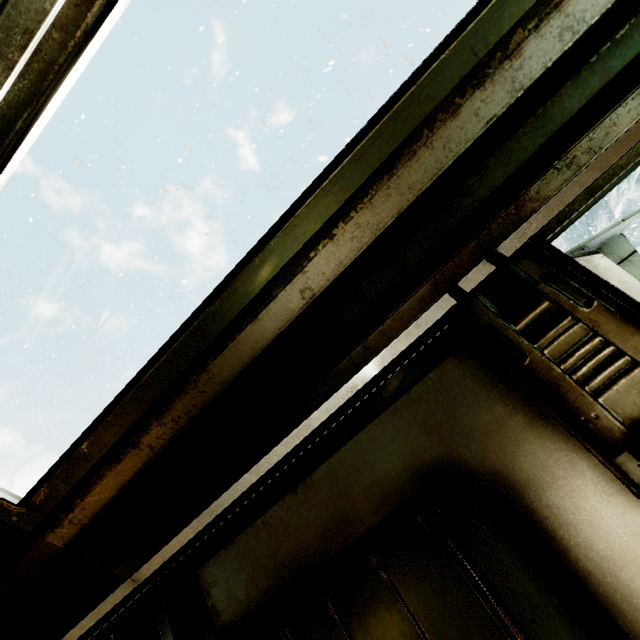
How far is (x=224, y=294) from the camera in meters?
1.0 m
